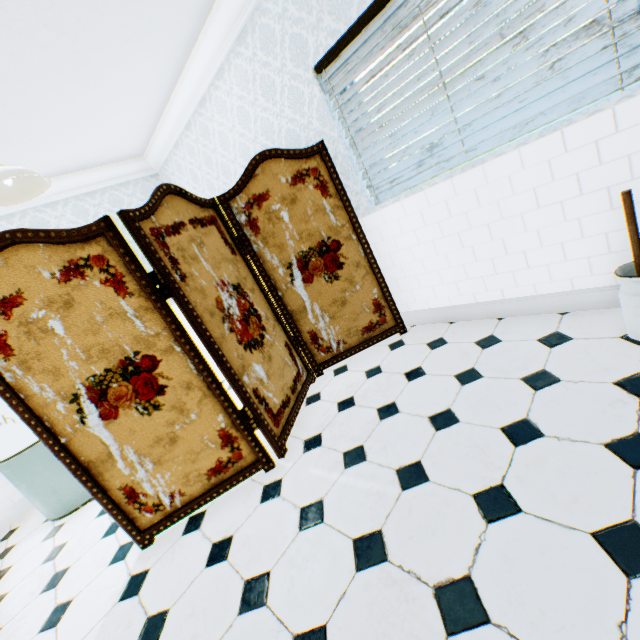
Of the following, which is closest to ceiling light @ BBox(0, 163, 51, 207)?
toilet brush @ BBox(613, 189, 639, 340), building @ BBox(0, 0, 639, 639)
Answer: building @ BBox(0, 0, 639, 639)

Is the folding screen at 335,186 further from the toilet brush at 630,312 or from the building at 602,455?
the toilet brush at 630,312

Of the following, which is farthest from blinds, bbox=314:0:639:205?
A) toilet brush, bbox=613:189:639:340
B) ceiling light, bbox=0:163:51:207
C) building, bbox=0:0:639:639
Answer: ceiling light, bbox=0:163:51:207

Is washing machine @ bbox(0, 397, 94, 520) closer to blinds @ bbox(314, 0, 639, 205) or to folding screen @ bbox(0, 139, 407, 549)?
folding screen @ bbox(0, 139, 407, 549)

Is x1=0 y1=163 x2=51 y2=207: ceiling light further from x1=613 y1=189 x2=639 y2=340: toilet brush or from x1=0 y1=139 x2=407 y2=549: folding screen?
x1=613 y1=189 x2=639 y2=340: toilet brush

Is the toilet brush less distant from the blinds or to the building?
the building

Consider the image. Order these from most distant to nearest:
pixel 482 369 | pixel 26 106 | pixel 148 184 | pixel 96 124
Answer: pixel 148 184
pixel 96 124
pixel 26 106
pixel 482 369

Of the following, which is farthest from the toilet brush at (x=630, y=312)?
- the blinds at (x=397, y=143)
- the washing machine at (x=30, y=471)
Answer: the washing machine at (x=30, y=471)
